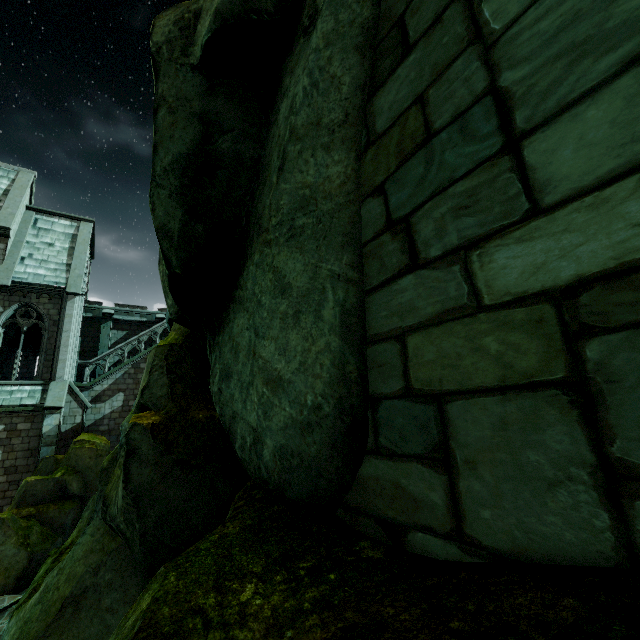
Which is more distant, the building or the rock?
the building

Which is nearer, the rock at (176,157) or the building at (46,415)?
the rock at (176,157)

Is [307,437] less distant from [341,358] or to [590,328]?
[341,358]
